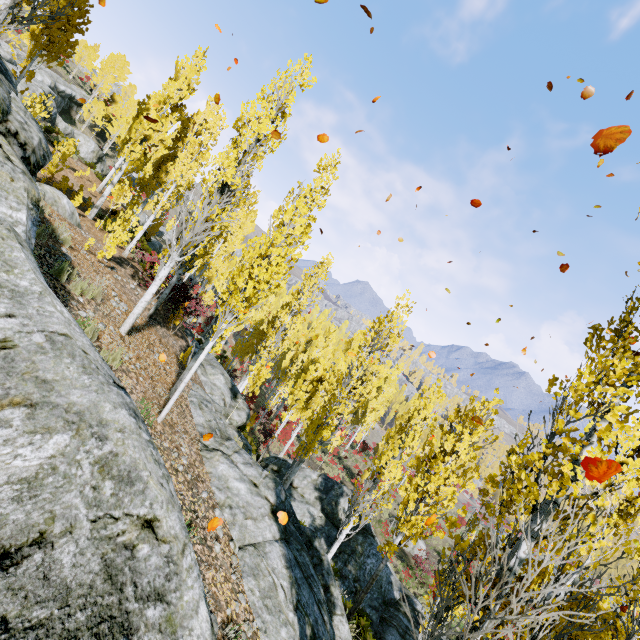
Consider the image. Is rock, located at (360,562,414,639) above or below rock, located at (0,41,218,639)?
below

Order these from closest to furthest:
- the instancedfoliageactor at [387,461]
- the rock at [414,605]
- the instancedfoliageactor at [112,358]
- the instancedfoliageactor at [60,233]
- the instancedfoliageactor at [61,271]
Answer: the instancedfoliageactor at [387,461]
the instancedfoliageactor at [112,358]
the instancedfoliageactor at [61,271]
the instancedfoliageactor at [60,233]
the rock at [414,605]

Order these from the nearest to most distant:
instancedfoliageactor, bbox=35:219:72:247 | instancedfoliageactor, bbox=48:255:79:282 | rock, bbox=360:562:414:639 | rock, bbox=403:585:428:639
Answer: instancedfoliageactor, bbox=48:255:79:282 < instancedfoliageactor, bbox=35:219:72:247 < rock, bbox=360:562:414:639 < rock, bbox=403:585:428:639

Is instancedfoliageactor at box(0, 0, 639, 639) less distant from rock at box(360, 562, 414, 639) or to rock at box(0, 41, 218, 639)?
rock at box(0, 41, 218, 639)

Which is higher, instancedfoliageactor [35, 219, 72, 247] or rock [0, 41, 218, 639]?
instancedfoliageactor [35, 219, 72, 247]

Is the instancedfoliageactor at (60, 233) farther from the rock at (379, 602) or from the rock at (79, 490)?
the rock at (379, 602)

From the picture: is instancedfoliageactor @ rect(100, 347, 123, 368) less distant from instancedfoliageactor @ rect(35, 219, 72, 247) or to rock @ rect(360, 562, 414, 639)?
rock @ rect(360, 562, 414, 639)

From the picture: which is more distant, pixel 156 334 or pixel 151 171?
pixel 151 171
